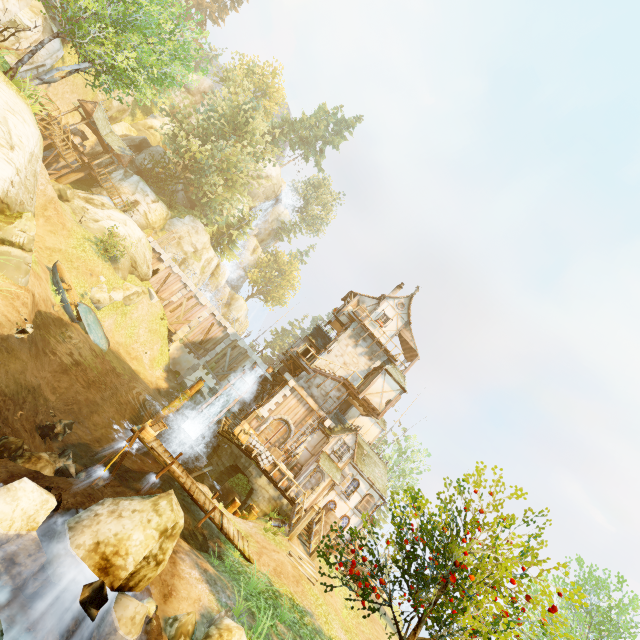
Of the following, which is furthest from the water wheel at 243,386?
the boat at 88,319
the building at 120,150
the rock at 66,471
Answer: the building at 120,150

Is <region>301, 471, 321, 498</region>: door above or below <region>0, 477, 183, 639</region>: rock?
above

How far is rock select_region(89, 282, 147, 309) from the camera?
22.6 meters

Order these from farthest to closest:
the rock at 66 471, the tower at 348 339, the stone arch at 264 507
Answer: the tower at 348 339 → the stone arch at 264 507 → the rock at 66 471

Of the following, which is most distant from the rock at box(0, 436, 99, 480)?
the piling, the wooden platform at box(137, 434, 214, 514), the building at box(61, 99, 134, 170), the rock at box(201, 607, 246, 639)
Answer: the building at box(61, 99, 134, 170)

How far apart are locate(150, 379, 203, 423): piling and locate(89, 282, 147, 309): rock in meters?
8.8

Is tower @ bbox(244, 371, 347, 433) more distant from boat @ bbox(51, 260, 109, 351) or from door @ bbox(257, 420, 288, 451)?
boat @ bbox(51, 260, 109, 351)

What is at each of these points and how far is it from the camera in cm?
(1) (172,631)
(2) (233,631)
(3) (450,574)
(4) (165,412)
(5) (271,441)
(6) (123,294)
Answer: (1) rock, 653
(2) rock, 670
(3) tree, 831
(4) piling, 2217
(5) door, 2350
(6) rock, 2542
